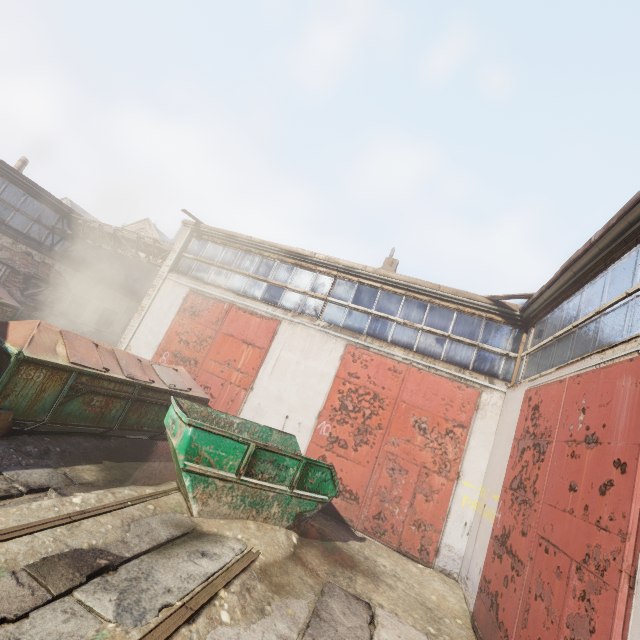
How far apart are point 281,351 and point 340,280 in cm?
294

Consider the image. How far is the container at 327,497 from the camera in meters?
5.1 m

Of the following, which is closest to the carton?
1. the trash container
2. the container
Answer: the trash container

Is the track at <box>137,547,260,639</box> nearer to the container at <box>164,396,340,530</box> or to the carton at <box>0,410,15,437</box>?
the container at <box>164,396,340,530</box>

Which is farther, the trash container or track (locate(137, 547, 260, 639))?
the trash container

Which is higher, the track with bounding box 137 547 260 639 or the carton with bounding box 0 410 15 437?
the carton with bounding box 0 410 15 437

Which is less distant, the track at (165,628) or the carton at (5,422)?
the track at (165,628)

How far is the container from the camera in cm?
509
